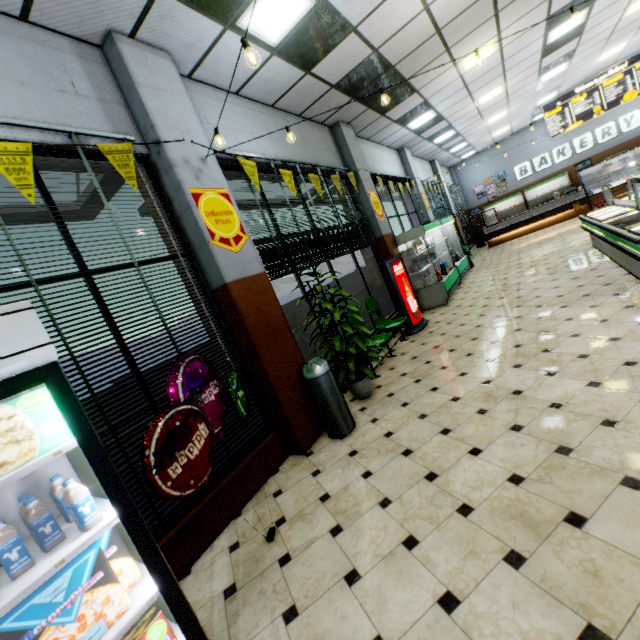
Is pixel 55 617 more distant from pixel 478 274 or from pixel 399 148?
pixel 399 148

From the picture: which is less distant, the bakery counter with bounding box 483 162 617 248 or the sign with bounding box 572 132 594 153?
the bakery counter with bounding box 483 162 617 248

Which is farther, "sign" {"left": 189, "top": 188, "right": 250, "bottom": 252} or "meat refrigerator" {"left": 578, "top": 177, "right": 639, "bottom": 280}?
"meat refrigerator" {"left": 578, "top": 177, "right": 639, "bottom": 280}

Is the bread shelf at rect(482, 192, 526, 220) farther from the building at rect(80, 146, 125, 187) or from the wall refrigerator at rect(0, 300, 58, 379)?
the wall refrigerator at rect(0, 300, 58, 379)

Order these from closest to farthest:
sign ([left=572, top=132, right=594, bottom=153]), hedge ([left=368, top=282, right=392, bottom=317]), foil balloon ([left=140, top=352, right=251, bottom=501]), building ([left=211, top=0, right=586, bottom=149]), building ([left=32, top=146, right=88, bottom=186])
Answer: foil balloon ([left=140, top=352, right=251, bottom=501])
building ([left=32, top=146, right=88, bottom=186])
building ([left=211, top=0, right=586, bottom=149])
hedge ([left=368, top=282, right=392, bottom=317])
sign ([left=572, top=132, right=594, bottom=153])

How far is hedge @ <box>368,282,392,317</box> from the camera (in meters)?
7.64

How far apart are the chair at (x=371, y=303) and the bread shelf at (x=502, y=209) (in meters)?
16.41

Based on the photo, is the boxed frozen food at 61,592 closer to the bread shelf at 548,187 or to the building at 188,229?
the building at 188,229
